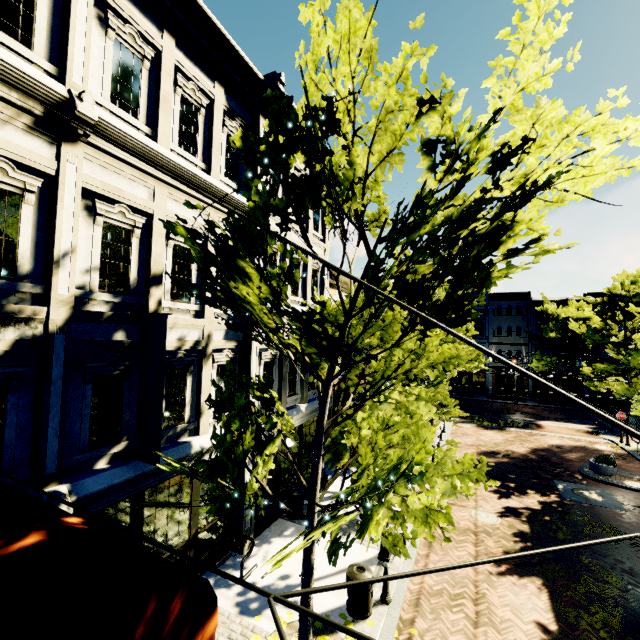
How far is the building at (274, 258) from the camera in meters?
10.7

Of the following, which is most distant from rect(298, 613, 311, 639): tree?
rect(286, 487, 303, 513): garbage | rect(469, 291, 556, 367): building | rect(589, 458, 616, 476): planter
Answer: rect(286, 487, 303, 513): garbage

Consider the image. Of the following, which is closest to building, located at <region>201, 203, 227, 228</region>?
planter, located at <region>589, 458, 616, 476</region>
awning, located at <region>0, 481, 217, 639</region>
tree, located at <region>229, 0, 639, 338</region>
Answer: awning, located at <region>0, 481, 217, 639</region>

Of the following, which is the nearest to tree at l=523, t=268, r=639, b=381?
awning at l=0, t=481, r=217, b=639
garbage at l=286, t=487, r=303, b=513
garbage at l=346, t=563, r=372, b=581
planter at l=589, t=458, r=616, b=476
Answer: awning at l=0, t=481, r=217, b=639

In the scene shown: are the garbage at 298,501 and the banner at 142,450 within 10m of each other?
yes

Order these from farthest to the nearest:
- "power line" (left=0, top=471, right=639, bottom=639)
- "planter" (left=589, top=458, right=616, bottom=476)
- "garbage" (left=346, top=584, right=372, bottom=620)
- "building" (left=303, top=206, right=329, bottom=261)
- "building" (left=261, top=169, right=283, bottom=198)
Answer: "planter" (left=589, top=458, right=616, bottom=476)
"building" (left=303, top=206, right=329, bottom=261)
"building" (left=261, top=169, right=283, bottom=198)
"garbage" (left=346, top=584, right=372, bottom=620)
"power line" (left=0, top=471, right=639, bottom=639)

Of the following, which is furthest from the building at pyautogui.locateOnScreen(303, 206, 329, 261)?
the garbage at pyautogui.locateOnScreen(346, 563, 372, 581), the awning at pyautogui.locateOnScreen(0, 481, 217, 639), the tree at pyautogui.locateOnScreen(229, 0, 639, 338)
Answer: the garbage at pyautogui.locateOnScreen(346, 563, 372, 581)

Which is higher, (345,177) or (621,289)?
(621,289)
